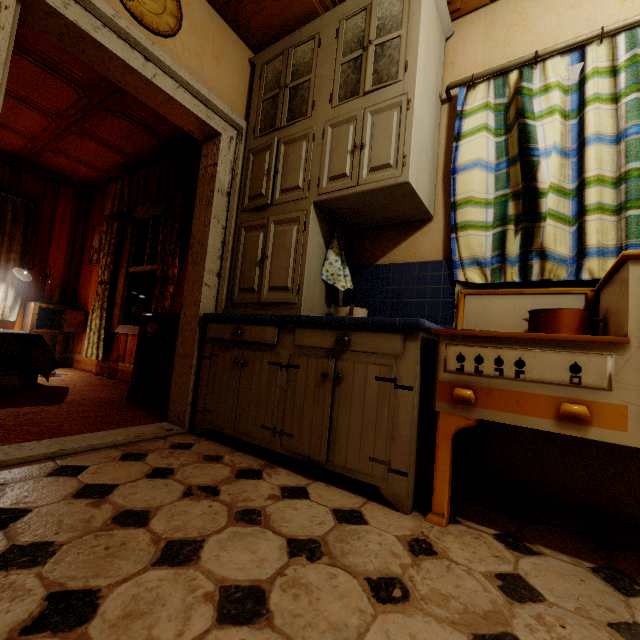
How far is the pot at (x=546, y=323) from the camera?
1.35m

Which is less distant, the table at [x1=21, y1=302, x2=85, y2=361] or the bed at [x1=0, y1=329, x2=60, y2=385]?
the bed at [x1=0, y1=329, x2=60, y2=385]

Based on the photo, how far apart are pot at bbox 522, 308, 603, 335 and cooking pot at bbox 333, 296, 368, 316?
0.8 meters

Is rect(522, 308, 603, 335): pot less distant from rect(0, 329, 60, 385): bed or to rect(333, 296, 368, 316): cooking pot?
rect(333, 296, 368, 316): cooking pot

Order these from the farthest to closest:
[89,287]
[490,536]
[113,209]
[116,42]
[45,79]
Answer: [89,287] < [113,209] < [45,79] < [116,42] < [490,536]

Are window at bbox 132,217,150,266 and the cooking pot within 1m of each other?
no

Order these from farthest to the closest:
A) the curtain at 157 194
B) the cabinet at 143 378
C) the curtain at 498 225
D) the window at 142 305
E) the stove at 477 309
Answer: the window at 142 305
the curtain at 157 194
the cabinet at 143 378
the curtain at 498 225
the stove at 477 309

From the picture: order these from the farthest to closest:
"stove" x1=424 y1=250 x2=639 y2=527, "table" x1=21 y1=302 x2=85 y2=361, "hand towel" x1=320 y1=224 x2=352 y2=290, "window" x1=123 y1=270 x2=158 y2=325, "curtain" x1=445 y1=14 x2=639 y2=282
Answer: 1. "table" x1=21 y1=302 x2=85 y2=361
2. "window" x1=123 y1=270 x2=158 y2=325
3. "hand towel" x1=320 y1=224 x2=352 y2=290
4. "curtain" x1=445 y1=14 x2=639 y2=282
5. "stove" x1=424 y1=250 x2=639 y2=527
